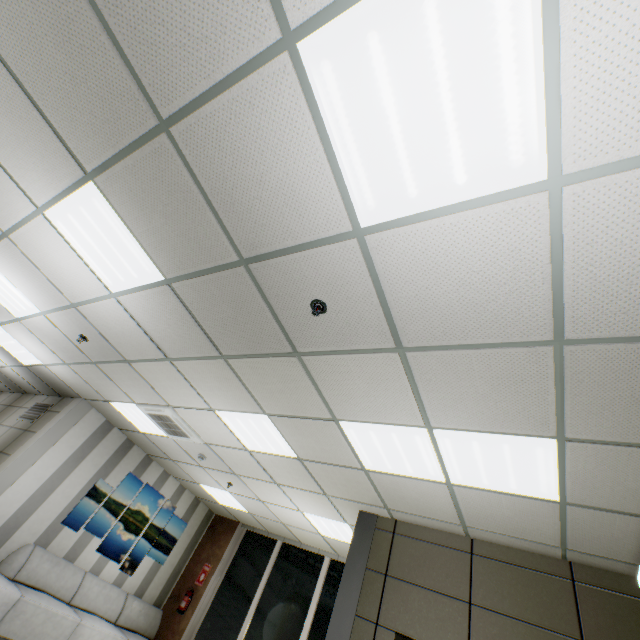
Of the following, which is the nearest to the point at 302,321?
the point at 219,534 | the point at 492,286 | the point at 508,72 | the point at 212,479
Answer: the point at 492,286

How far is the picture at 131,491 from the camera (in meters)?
6.63

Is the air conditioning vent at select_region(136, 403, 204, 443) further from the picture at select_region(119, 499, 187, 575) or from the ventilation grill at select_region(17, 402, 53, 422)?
the ventilation grill at select_region(17, 402, 53, 422)

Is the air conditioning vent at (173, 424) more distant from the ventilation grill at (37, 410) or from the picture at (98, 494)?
the ventilation grill at (37, 410)

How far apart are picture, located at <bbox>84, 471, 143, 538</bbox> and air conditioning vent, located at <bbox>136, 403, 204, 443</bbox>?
2.2m

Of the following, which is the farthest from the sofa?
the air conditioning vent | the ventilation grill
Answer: the air conditioning vent

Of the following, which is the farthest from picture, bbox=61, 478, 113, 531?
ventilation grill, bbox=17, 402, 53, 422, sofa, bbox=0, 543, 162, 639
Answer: ventilation grill, bbox=17, 402, 53, 422
